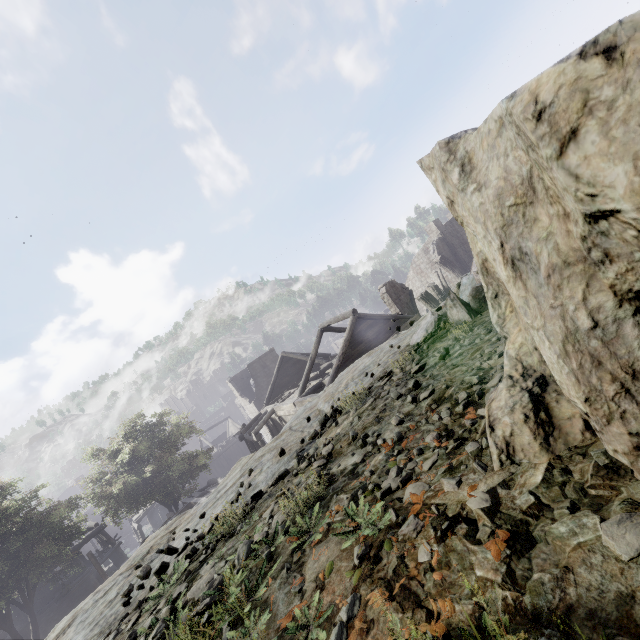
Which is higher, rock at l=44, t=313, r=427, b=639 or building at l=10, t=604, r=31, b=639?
rock at l=44, t=313, r=427, b=639

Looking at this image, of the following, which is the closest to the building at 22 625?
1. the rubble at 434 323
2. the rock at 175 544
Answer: the rock at 175 544

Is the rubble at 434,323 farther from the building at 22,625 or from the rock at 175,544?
the building at 22,625

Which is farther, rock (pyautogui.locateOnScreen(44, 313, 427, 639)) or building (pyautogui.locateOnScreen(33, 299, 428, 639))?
building (pyautogui.locateOnScreen(33, 299, 428, 639))

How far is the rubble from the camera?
4.02m

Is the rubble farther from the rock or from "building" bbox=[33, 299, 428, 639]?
"building" bbox=[33, 299, 428, 639]

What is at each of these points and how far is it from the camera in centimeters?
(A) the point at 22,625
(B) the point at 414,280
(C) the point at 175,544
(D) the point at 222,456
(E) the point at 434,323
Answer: (A) building, 2366cm
(B) building, 4003cm
(C) rock, 413cm
(D) building, 4347cm
(E) rubble, 470cm

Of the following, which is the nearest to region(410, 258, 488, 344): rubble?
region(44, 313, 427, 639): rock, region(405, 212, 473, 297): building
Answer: region(44, 313, 427, 639): rock
